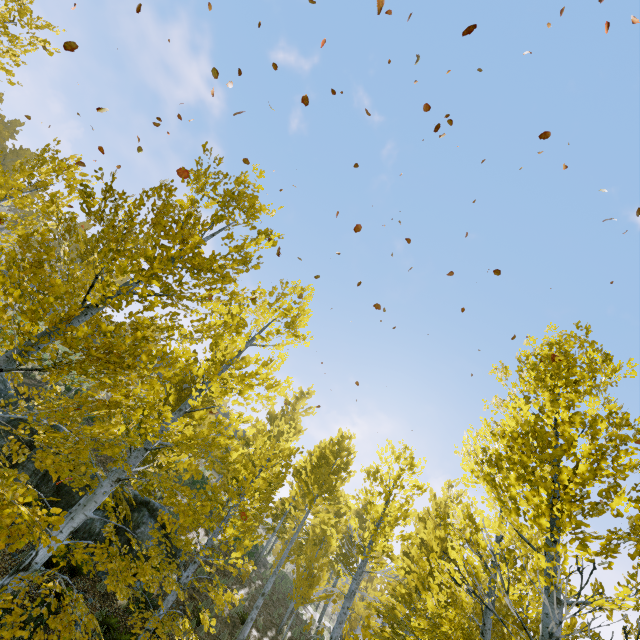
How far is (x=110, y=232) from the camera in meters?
5.3 m

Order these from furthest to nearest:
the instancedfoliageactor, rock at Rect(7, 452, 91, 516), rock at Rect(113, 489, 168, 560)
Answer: rock at Rect(113, 489, 168, 560) → rock at Rect(7, 452, 91, 516) → the instancedfoliageactor

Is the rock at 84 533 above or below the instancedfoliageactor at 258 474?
below

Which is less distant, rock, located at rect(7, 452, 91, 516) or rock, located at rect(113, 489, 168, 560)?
rock, located at rect(7, 452, 91, 516)

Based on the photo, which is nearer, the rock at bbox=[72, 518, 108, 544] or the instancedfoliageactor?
the instancedfoliageactor

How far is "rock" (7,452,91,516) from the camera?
10.95m

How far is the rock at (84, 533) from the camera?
11.5m
